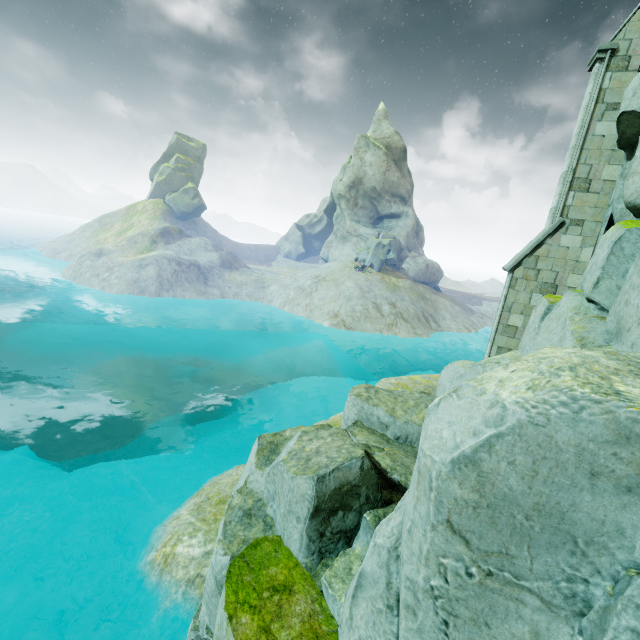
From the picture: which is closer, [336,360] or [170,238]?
[336,360]

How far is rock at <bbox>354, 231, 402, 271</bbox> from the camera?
44.1m

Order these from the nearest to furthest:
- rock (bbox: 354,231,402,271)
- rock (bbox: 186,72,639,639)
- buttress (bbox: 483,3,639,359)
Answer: rock (bbox: 186,72,639,639) < buttress (bbox: 483,3,639,359) < rock (bbox: 354,231,402,271)

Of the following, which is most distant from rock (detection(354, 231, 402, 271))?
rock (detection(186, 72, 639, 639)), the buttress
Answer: the buttress

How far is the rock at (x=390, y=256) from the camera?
44.1 meters

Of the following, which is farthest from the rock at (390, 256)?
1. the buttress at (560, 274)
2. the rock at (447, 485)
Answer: the buttress at (560, 274)
